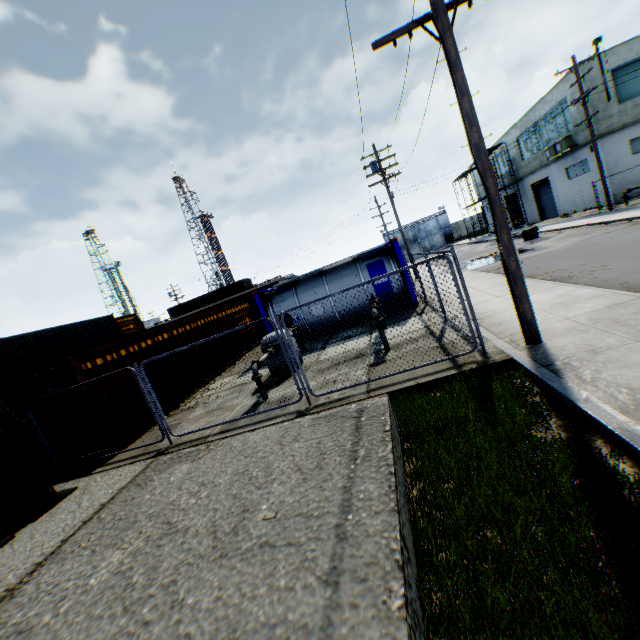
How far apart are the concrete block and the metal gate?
35.4m

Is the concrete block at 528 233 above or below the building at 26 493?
below

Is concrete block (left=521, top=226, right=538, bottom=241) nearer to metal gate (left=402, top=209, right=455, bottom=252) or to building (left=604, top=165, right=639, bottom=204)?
building (left=604, top=165, right=639, bottom=204)

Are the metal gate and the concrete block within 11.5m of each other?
no

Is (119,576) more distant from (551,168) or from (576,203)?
(551,168)

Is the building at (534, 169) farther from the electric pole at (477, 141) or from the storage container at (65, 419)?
the storage container at (65, 419)

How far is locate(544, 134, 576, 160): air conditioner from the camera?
24.45m

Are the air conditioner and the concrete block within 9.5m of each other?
yes
